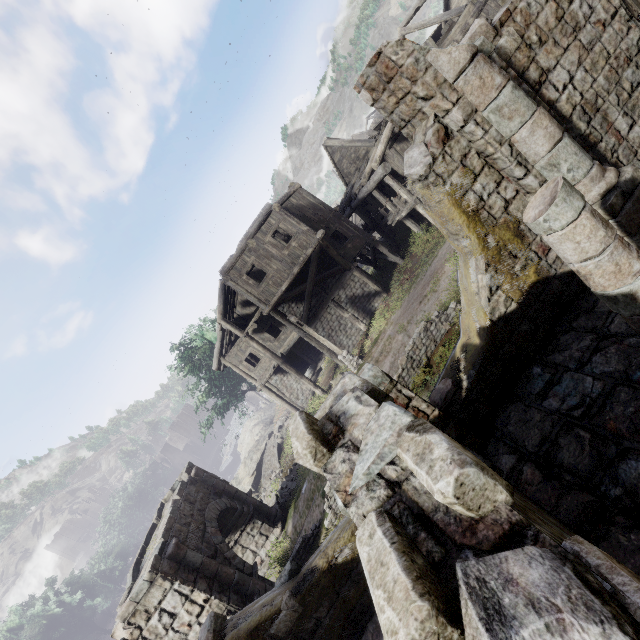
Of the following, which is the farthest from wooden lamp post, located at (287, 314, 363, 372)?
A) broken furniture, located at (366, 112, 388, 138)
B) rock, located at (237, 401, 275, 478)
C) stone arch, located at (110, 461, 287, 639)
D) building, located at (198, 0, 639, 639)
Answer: rock, located at (237, 401, 275, 478)

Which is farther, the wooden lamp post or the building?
the wooden lamp post

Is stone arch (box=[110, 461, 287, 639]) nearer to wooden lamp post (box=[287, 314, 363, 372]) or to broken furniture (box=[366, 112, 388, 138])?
wooden lamp post (box=[287, 314, 363, 372])

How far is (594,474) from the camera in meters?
4.4

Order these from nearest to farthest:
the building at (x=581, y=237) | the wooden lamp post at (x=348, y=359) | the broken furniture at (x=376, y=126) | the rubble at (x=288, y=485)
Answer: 1. the building at (x=581, y=237)
2. the wooden lamp post at (x=348, y=359)
3. the rubble at (x=288, y=485)
4. the broken furniture at (x=376, y=126)

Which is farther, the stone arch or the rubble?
the rubble

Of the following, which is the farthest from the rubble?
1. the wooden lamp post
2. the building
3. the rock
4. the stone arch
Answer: the rock

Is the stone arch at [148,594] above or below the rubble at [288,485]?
above
